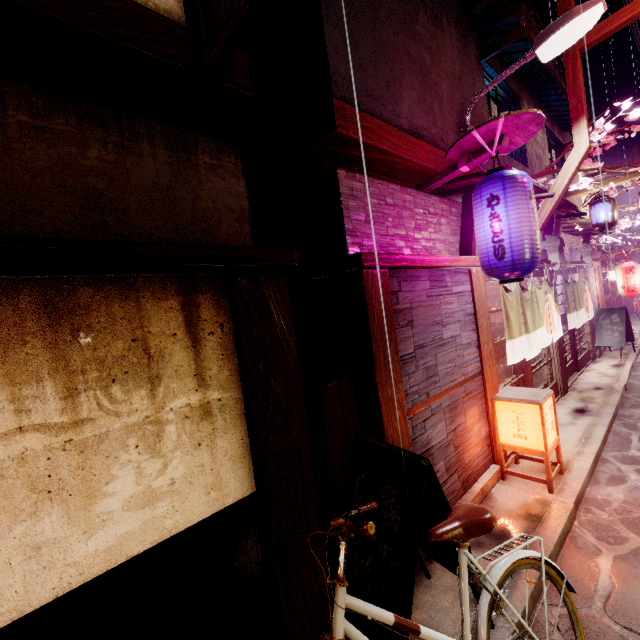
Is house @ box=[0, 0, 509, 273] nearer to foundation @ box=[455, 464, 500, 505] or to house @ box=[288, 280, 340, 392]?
house @ box=[288, 280, 340, 392]

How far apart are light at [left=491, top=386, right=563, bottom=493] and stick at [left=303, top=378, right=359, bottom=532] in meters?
4.0

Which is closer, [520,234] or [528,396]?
[520,234]

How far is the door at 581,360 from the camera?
14.8 meters

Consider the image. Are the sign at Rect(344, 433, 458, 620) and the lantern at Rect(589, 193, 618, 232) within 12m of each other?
no

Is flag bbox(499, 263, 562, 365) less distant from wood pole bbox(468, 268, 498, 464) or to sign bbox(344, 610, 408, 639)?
wood pole bbox(468, 268, 498, 464)

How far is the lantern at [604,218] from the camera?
12.8m

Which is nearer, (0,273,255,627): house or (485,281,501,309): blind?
(0,273,255,627): house
